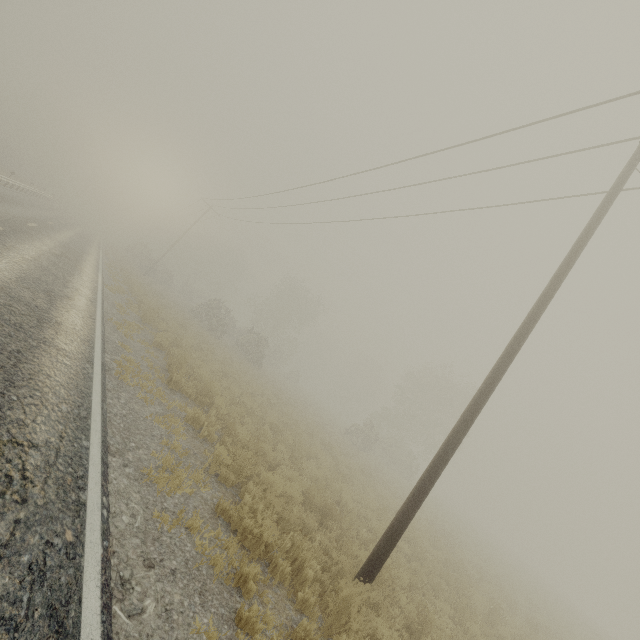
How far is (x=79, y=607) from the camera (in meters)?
2.55
